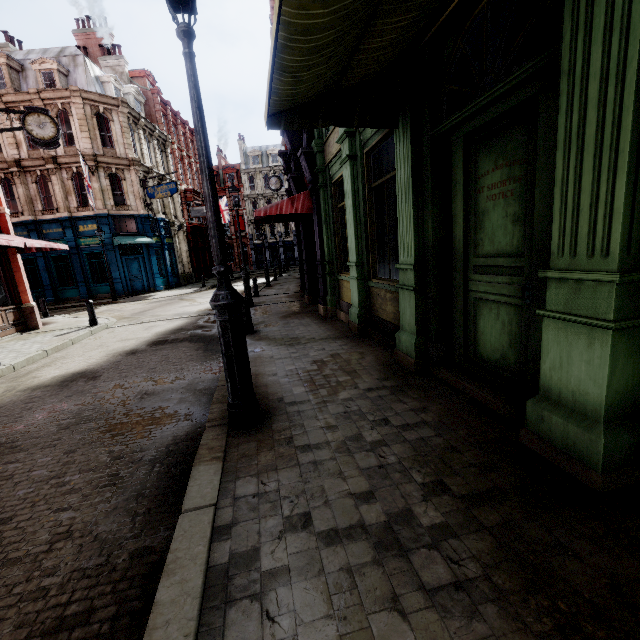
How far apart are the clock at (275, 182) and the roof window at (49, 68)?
15.2m

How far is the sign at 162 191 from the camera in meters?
23.4 m

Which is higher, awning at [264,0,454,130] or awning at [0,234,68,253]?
awning at [264,0,454,130]

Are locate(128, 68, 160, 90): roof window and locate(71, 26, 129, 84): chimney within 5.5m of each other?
yes

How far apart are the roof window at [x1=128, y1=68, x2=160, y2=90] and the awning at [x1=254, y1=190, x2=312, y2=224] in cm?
3072

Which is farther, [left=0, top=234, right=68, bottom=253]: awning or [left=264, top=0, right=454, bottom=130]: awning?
[left=0, top=234, right=68, bottom=253]: awning

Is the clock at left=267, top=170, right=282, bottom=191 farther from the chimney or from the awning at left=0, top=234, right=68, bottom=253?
the chimney

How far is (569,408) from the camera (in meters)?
2.34
